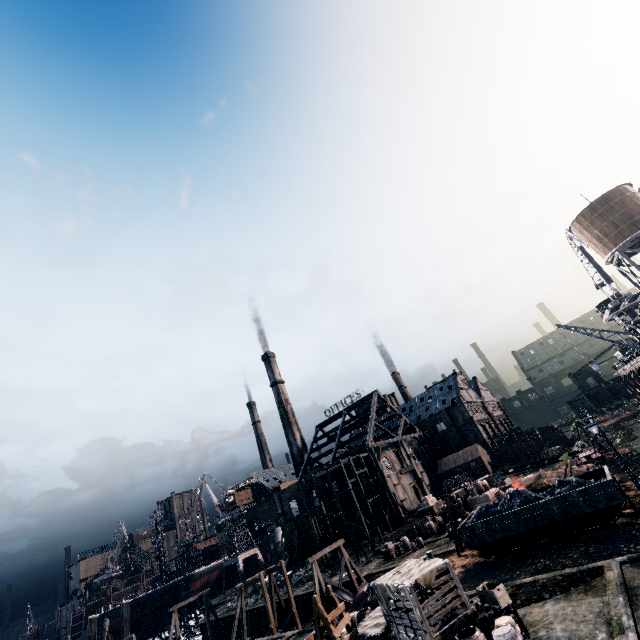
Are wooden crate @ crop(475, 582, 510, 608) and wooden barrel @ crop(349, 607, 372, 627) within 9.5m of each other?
yes

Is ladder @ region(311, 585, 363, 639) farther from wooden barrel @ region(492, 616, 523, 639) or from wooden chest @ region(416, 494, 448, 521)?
wooden chest @ region(416, 494, 448, 521)

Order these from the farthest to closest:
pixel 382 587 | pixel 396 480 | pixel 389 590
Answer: pixel 396 480 → pixel 382 587 → pixel 389 590

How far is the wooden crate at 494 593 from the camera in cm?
1389

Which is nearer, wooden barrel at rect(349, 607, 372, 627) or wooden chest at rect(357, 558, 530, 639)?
wooden chest at rect(357, 558, 530, 639)

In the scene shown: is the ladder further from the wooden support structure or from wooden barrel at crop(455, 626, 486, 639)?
the wooden support structure

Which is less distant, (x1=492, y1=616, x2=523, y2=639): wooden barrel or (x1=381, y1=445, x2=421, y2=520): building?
(x1=492, y1=616, x2=523, y2=639): wooden barrel

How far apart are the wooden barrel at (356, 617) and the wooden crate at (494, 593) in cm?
762
